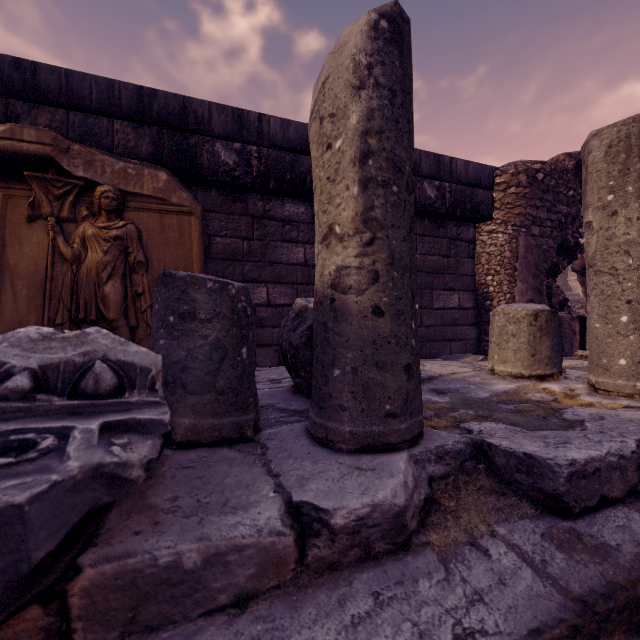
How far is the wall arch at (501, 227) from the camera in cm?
428

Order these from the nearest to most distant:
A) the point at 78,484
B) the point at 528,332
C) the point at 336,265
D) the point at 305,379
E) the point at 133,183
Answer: the point at 78,484, the point at 336,265, the point at 305,379, the point at 528,332, the point at 133,183

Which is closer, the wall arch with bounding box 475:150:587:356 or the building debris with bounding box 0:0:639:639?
the building debris with bounding box 0:0:639:639

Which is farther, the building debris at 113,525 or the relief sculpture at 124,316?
the relief sculpture at 124,316

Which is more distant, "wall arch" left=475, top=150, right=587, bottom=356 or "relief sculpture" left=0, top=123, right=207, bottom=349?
"wall arch" left=475, top=150, right=587, bottom=356

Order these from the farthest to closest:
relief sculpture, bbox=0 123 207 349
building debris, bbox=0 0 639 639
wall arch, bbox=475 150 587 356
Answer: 1. wall arch, bbox=475 150 587 356
2. relief sculpture, bbox=0 123 207 349
3. building debris, bbox=0 0 639 639

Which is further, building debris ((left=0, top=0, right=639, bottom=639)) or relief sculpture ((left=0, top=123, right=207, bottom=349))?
relief sculpture ((left=0, top=123, right=207, bottom=349))

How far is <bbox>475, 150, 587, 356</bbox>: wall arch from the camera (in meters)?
4.28
